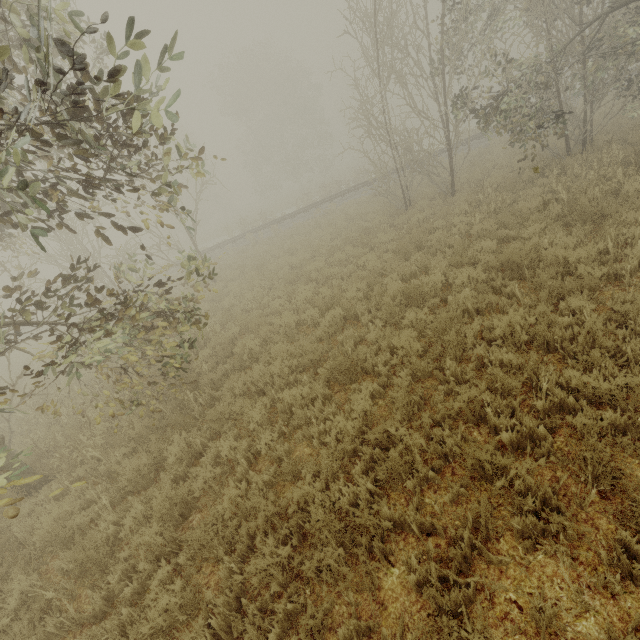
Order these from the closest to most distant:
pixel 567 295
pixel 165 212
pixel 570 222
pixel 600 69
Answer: pixel 567 295 → pixel 570 222 → pixel 600 69 → pixel 165 212
